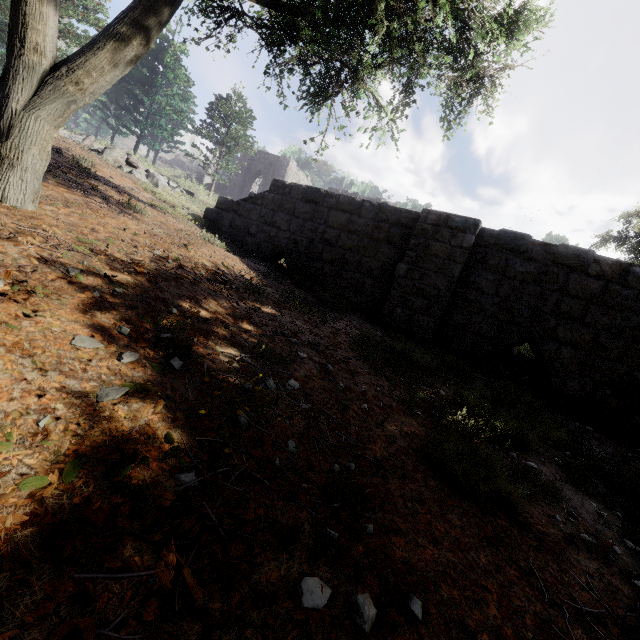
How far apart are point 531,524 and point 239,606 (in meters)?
2.32

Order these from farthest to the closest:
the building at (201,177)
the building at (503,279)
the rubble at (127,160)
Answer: the building at (201,177) < the rubble at (127,160) < the building at (503,279)

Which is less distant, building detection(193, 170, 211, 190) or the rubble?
the rubble

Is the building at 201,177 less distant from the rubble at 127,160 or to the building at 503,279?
the building at 503,279

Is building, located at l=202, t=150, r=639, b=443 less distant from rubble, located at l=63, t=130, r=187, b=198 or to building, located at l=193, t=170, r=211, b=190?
rubble, located at l=63, t=130, r=187, b=198

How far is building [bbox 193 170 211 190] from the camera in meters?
20.4

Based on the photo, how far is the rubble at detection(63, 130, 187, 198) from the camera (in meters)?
11.72
